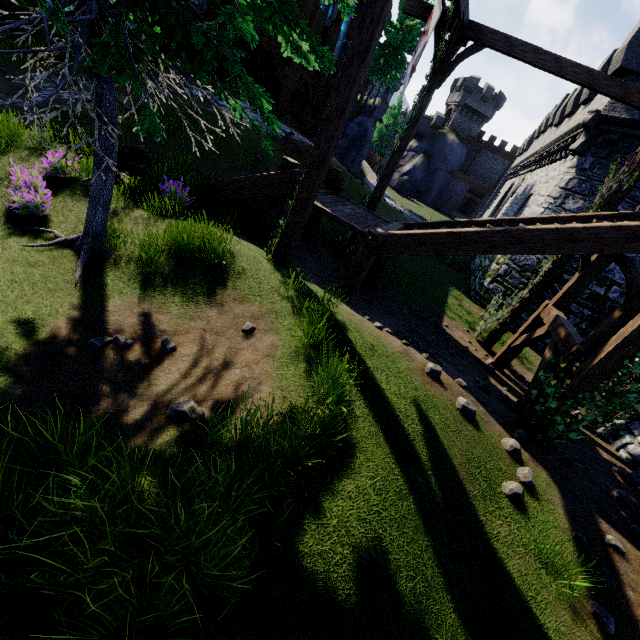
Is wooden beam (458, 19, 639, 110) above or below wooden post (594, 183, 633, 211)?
above

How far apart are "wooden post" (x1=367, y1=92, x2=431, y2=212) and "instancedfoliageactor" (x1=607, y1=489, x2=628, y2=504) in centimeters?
952cm

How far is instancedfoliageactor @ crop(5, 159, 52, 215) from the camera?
5.59m

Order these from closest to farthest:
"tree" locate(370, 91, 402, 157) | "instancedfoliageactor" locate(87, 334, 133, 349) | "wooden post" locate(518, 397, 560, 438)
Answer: "instancedfoliageactor" locate(87, 334, 133, 349) → "wooden post" locate(518, 397, 560, 438) → "tree" locate(370, 91, 402, 157)

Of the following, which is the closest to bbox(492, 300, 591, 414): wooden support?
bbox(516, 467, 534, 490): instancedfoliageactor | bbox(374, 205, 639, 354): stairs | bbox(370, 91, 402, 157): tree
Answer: bbox(374, 205, 639, 354): stairs

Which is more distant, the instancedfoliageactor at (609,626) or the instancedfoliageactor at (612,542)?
the instancedfoliageactor at (612,542)

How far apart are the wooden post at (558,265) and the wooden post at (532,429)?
5.49m

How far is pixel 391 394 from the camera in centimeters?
473cm
